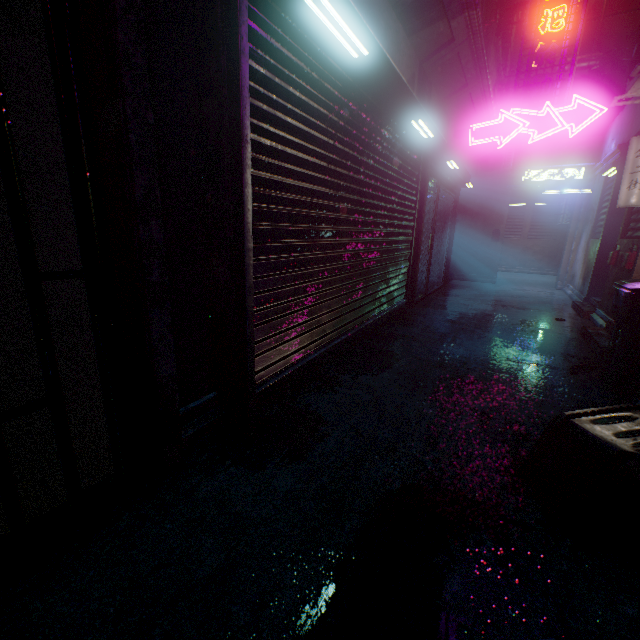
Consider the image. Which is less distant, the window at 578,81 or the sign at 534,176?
the sign at 534,176

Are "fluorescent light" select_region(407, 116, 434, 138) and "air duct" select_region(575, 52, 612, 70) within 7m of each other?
no

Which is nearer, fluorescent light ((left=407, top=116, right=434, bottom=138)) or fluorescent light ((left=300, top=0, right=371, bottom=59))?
fluorescent light ((left=300, top=0, right=371, bottom=59))

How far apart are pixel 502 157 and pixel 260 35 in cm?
890

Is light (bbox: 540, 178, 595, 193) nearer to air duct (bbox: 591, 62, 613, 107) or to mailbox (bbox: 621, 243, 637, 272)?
air duct (bbox: 591, 62, 613, 107)

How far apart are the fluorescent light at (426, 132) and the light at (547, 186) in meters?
5.4

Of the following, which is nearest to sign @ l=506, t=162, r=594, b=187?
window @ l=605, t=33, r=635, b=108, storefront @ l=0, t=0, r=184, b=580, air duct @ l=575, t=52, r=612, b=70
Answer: storefront @ l=0, t=0, r=184, b=580

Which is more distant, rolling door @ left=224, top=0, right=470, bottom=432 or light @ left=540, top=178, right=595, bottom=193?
light @ left=540, top=178, right=595, bottom=193
